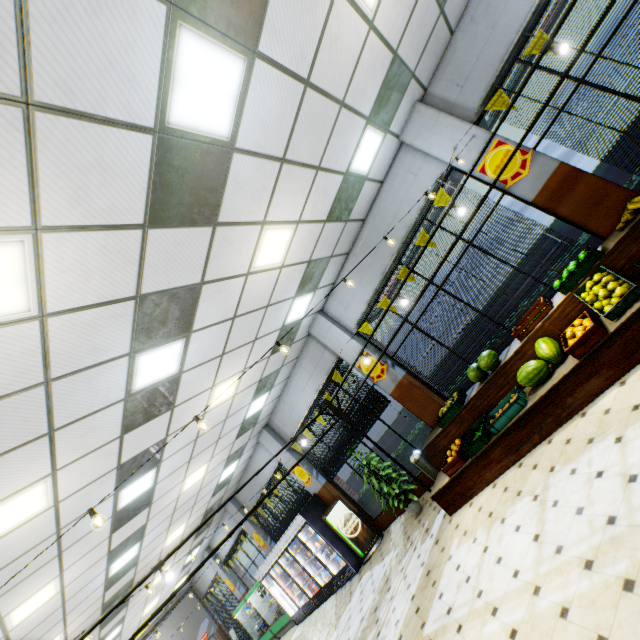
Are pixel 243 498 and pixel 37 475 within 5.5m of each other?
no

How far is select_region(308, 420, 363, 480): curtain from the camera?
9.32m

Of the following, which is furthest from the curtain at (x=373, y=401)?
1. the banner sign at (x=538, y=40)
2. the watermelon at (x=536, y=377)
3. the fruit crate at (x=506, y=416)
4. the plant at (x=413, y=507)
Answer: the banner sign at (x=538, y=40)

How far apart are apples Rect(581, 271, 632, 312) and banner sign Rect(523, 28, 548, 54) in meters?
3.5 m

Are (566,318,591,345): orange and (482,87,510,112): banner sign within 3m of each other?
no

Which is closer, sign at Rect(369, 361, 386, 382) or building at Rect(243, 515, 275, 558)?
sign at Rect(369, 361, 386, 382)

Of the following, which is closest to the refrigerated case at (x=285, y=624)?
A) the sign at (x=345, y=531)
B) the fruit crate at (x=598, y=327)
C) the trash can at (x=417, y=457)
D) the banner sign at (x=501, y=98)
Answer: the sign at (x=345, y=531)

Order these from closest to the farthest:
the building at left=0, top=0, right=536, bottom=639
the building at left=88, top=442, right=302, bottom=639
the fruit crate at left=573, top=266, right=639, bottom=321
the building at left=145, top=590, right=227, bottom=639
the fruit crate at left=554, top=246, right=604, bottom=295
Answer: the building at left=0, top=0, right=536, bottom=639 < the fruit crate at left=573, top=266, right=639, bottom=321 < the fruit crate at left=554, top=246, right=604, bottom=295 < the building at left=88, top=442, right=302, bottom=639 < the building at left=145, top=590, right=227, bottom=639
